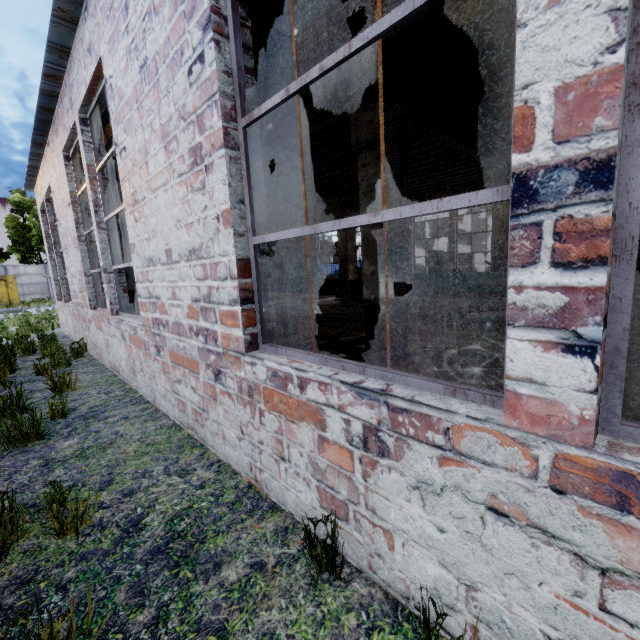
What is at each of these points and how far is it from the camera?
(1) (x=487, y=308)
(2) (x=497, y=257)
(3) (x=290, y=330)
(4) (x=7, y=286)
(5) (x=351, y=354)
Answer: (1) lathe, 2.3 meters
(2) column beam, 9.2 meters
(3) ceiling lamp, 7.8 meters
(4) garbage container, 24.9 meters
(5) concrete debris, 5.6 meters

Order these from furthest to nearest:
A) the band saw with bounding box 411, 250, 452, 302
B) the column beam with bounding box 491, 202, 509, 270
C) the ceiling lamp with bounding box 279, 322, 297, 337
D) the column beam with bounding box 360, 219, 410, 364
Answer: the band saw with bounding box 411, 250, 452, 302 < the column beam with bounding box 491, 202, 509, 270 < the ceiling lamp with bounding box 279, 322, 297, 337 < the column beam with bounding box 360, 219, 410, 364

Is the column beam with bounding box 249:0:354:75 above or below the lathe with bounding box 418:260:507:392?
above

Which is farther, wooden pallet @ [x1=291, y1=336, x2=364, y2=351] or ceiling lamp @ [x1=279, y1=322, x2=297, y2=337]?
ceiling lamp @ [x1=279, y1=322, x2=297, y2=337]

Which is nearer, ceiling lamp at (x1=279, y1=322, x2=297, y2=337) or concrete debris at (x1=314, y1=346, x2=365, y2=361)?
concrete debris at (x1=314, y1=346, x2=365, y2=361)

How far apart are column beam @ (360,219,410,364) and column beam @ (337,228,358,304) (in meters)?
5.32

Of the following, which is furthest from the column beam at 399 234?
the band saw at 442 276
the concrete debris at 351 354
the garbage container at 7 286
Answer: the garbage container at 7 286

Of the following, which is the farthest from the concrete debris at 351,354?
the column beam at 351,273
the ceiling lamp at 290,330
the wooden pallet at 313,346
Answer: the column beam at 351,273
